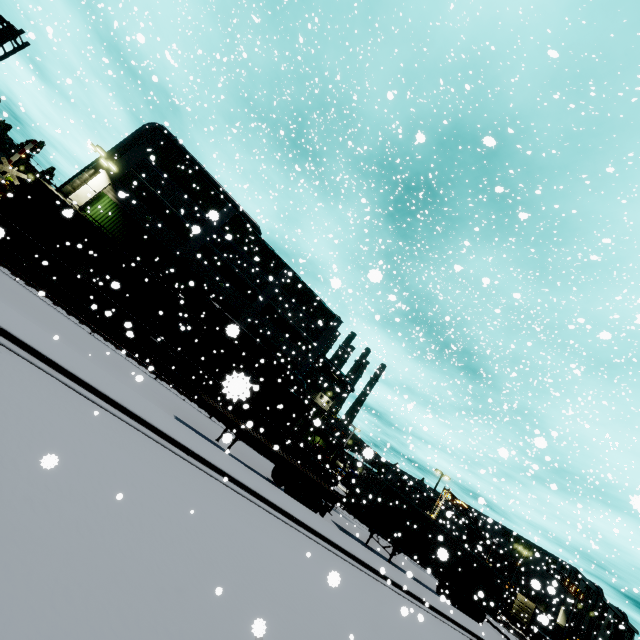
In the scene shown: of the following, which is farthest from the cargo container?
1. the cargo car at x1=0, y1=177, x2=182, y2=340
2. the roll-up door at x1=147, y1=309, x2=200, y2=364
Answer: the roll-up door at x1=147, y1=309, x2=200, y2=364

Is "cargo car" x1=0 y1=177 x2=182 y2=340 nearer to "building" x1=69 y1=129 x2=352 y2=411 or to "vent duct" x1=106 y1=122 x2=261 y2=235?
"vent duct" x1=106 y1=122 x2=261 y2=235

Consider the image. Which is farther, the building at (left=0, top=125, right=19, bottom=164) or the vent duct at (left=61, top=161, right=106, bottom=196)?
the building at (left=0, top=125, right=19, bottom=164)

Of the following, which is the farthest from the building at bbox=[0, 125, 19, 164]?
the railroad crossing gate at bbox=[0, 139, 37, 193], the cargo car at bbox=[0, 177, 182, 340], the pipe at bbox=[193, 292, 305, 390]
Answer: the railroad crossing gate at bbox=[0, 139, 37, 193]

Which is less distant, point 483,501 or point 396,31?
point 483,501

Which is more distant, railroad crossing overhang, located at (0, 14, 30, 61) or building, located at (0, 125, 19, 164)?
building, located at (0, 125, 19, 164)

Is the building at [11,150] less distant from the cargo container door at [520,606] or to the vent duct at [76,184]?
the vent duct at [76,184]

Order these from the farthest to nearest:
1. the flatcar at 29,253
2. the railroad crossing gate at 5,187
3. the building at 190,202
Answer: the building at 190,202 → the railroad crossing gate at 5,187 → the flatcar at 29,253
